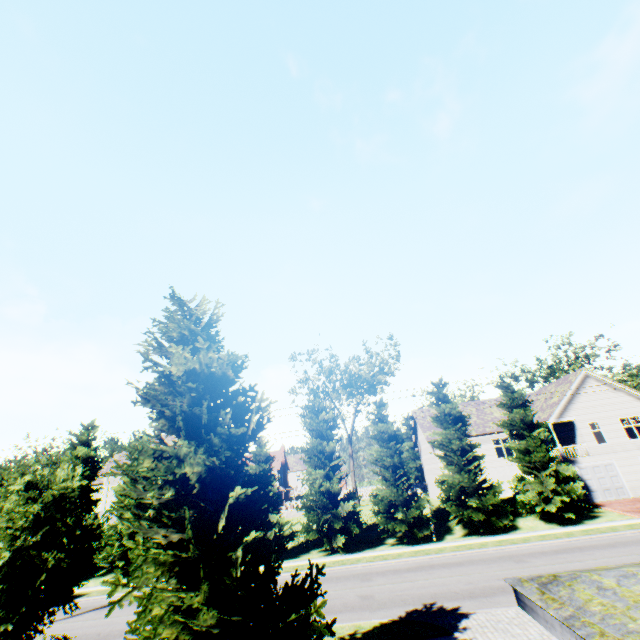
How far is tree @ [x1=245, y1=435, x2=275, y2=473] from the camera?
26.7 meters

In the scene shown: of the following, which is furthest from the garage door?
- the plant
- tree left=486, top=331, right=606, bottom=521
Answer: the plant

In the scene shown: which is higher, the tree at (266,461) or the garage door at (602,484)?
the tree at (266,461)

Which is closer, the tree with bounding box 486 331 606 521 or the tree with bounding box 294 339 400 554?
the tree with bounding box 486 331 606 521

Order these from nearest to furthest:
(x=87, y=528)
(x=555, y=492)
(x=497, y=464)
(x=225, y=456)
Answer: (x=225, y=456)
(x=87, y=528)
(x=555, y=492)
(x=497, y=464)

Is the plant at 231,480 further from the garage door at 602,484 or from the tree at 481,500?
the garage door at 602,484
